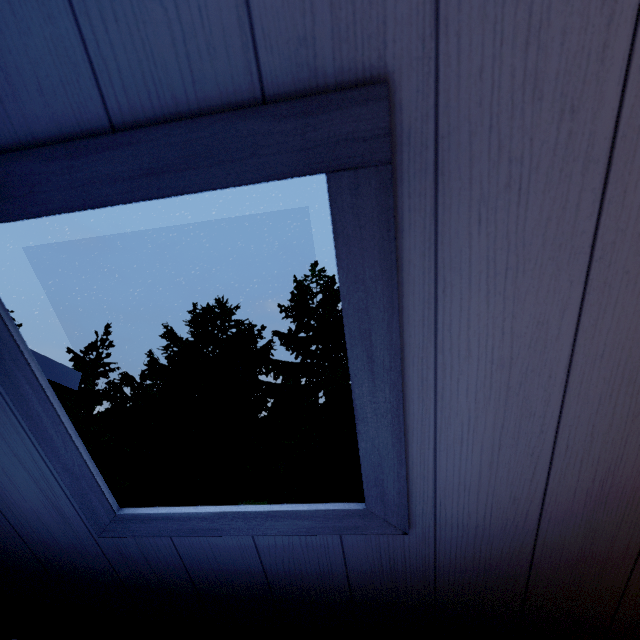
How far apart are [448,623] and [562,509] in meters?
0.5 m
